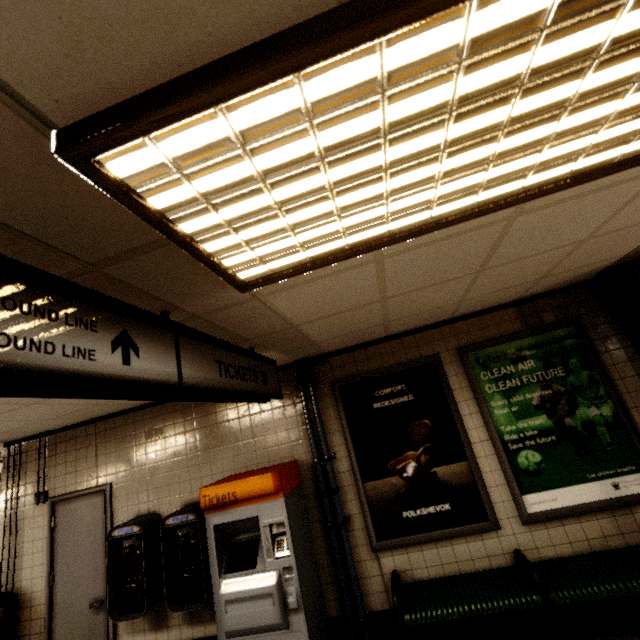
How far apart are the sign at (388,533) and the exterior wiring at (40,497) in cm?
411

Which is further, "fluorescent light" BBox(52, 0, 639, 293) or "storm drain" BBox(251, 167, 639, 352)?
"storm drain" BBox(251, 167, 639, 352)

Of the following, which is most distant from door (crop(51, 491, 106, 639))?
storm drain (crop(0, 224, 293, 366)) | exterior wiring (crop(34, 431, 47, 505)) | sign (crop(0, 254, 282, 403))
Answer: sign (crop(0, 254, 282, 403))

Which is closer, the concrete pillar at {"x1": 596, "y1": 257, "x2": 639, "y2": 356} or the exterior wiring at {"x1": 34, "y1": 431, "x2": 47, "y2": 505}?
the concrete pillar at {"x1": 596, "y1": 257, "x2": 639, "y2": 356}

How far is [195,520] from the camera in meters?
3.5 m

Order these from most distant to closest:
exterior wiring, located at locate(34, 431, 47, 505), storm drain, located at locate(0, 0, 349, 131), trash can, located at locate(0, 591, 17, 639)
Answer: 1. exterior wiring, located at locate(34, 431, 47, 505)
2. trash can, located at locate(0, 591, 17, 639)
3. storm drain, located at locate(0, 0, 349, 131)

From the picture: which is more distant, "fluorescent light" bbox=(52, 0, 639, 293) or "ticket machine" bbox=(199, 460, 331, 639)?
"ticket machine" bbox=(199, 460, 331, 639)

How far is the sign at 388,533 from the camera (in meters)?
3.25
